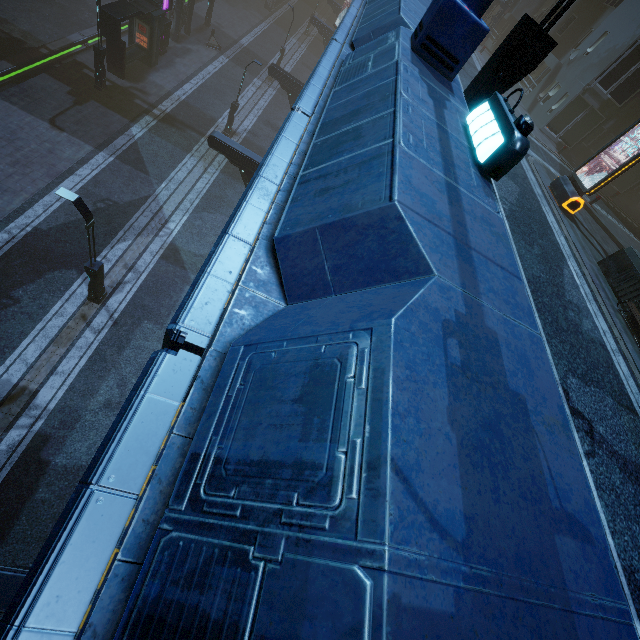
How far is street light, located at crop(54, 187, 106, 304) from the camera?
10.2m

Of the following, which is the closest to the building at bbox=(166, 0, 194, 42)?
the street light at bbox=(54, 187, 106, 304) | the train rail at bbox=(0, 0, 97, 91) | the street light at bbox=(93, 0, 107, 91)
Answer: the train rail at bbox=(0, 0, 97, 91)

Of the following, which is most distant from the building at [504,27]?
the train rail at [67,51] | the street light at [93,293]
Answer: the street light at [93,293]

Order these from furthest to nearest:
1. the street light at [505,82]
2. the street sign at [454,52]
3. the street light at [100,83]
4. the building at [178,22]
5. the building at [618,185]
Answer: the building at [178,22], the building at [618,185], the street light at [100,83], the street light at [505,82], the street sign at [454,52]

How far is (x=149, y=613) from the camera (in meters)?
1.09

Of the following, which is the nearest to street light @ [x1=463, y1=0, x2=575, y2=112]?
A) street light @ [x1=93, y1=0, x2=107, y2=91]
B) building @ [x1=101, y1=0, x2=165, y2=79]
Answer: building @ [x1=101, y1=0, x2=165, y2=79]

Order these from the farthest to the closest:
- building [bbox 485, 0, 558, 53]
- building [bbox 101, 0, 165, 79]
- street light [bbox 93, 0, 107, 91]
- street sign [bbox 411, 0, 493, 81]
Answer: building [bbox 485, 0, 558, 53] < building [bbox 101, 0, 165, 79] < street light [bbox 93, 0, 107, 91] < street sign [bbox 411, 0, 493, 81]
